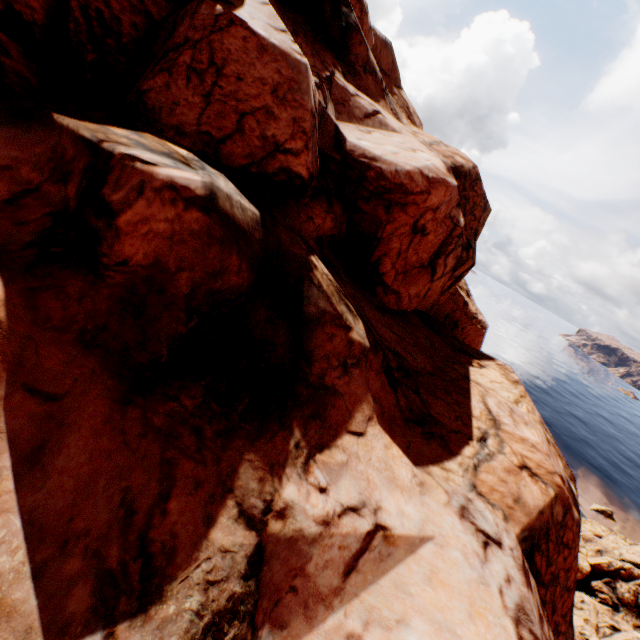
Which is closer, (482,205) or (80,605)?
(80,605)
